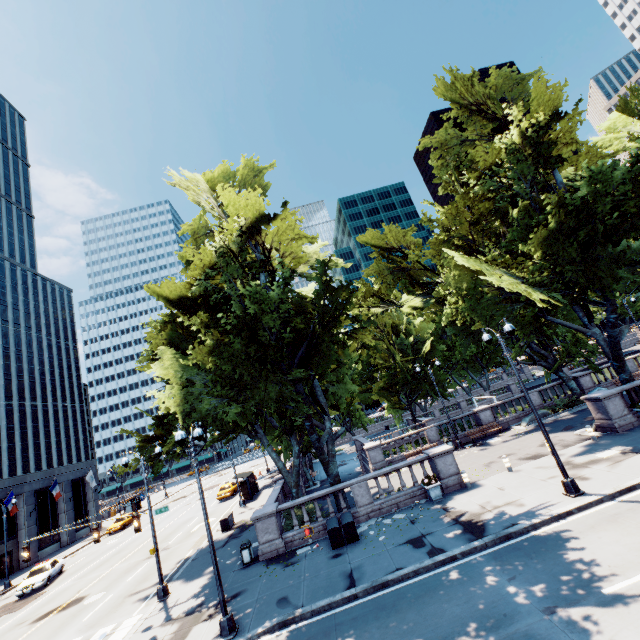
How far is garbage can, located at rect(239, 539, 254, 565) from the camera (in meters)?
16.76

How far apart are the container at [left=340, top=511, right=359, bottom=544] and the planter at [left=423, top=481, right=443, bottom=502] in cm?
405

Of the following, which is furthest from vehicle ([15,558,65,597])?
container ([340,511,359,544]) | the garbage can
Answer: container ([340,511,359,544])

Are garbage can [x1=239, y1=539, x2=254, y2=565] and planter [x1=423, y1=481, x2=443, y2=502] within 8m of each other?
no

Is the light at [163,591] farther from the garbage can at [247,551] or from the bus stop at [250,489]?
the bus stop at [250,489]

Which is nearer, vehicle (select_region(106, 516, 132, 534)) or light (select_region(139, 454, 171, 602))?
light (select_region(139, 454, 171, 602))

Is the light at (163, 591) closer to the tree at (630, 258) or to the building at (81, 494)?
the tree at (630, 258)

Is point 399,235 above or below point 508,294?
above
